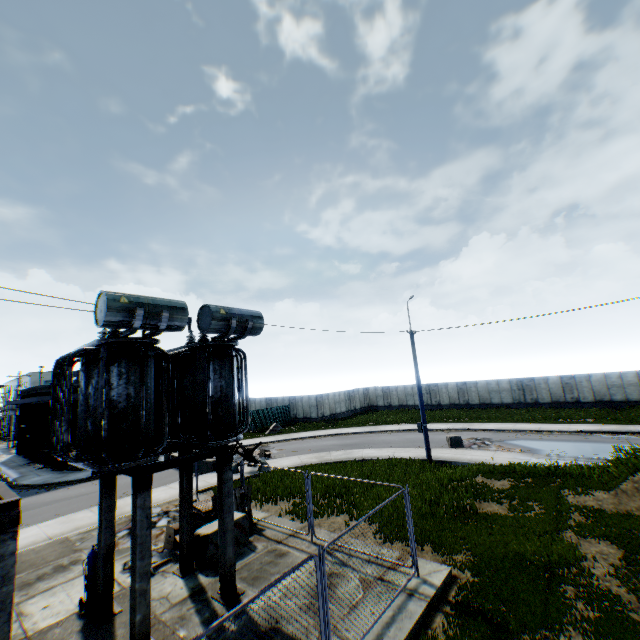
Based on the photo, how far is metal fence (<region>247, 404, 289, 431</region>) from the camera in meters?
38.8

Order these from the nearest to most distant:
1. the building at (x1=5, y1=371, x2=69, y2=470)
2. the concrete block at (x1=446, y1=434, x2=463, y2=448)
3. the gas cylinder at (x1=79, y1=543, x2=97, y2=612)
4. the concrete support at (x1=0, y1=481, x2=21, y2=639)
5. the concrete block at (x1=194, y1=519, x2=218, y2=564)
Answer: the concrete support at (x1=0, y1=481, x2=21, y2=639) < the gas cylinder at (x1=79, y1=543, x2=97, y2=612) < the concrete block at (x1=194, y1=519, x2=218, y2=564) < the concrete block at (x1=446, y1=434, x2=463, y2=448) < the building at (x1=5, y1=371, x2=69, y2=470)

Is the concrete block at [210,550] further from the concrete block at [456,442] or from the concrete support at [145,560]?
the concrete block at [456,442]

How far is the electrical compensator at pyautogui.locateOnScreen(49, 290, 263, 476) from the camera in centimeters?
696cm

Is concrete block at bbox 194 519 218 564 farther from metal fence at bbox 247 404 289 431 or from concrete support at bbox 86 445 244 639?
metal fence at bbox 247 404 289 431

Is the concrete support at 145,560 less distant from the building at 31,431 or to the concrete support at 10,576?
the concrete support at 10,576

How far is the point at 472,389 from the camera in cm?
4034

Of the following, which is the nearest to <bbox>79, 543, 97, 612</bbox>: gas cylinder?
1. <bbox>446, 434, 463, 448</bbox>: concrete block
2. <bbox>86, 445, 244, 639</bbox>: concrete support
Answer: <bbox>86, 445, 244, 639</bbox>: concrete support
